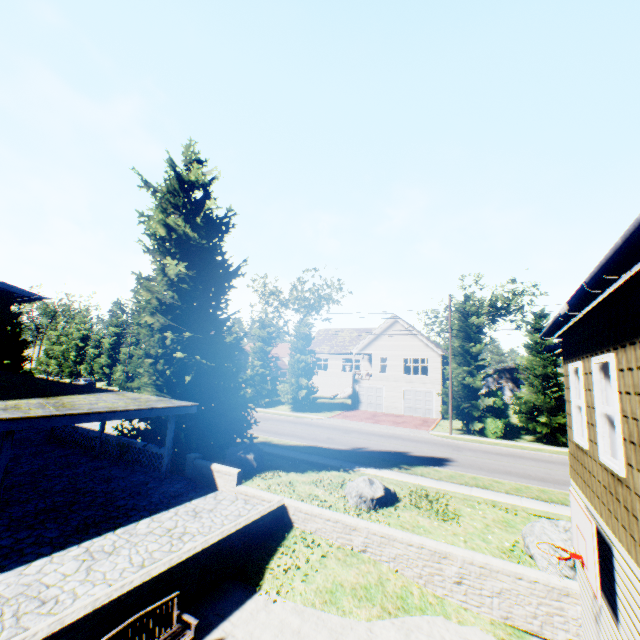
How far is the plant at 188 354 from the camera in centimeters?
1412cm

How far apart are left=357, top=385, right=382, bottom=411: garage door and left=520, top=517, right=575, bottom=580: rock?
26.33m

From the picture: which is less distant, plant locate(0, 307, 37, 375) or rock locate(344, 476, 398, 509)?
rock locate(344, 476, 398, 509)

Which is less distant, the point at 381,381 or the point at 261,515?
the point at 261,515

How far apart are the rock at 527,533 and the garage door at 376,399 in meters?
26.3

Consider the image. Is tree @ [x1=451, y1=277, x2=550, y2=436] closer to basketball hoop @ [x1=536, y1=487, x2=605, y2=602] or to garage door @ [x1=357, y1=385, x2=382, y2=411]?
garage door @ [x1=357, y1=385, x2=382, y2=411]

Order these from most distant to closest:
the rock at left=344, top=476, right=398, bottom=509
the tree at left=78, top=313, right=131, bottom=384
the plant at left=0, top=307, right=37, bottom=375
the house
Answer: the house, the tree at left=78, top=313, right=131, bottom=384, the plant at left=0, top=307, right=37, bottom=375, the rock at left=344, top=476, right=398, bottom=509

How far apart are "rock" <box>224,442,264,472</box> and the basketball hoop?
11.6m
